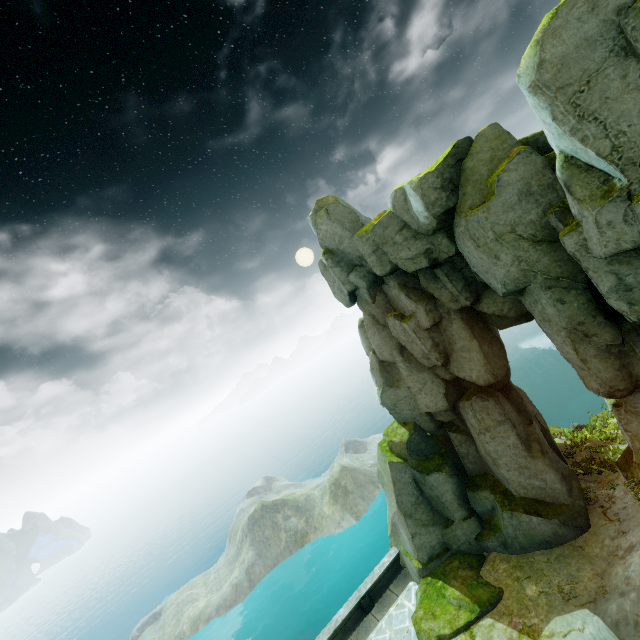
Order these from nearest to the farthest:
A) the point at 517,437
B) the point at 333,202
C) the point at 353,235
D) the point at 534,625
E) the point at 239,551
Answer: the point at 534,625, the point at 517,437, the point at 353,235, the point at 333,202, the point at 239,551
